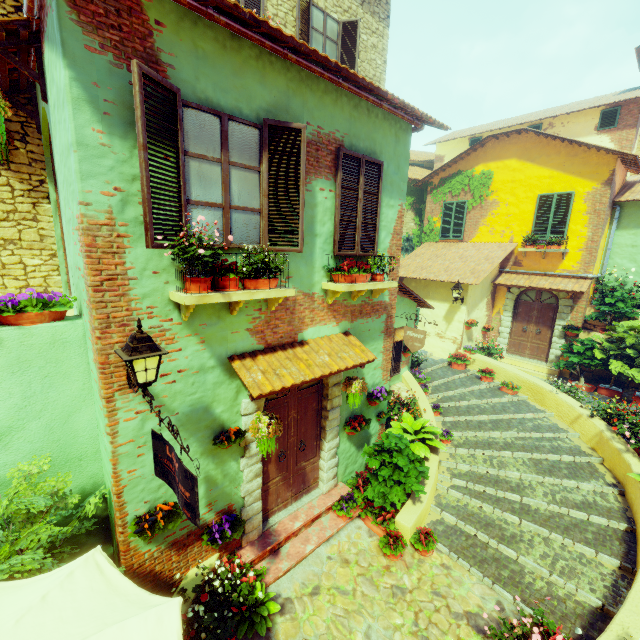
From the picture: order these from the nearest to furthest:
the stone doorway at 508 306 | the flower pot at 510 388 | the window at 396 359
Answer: the window at 396 359 → the flower pot at 510 388 → the stone doorway at 508 306

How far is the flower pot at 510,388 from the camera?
10.3m

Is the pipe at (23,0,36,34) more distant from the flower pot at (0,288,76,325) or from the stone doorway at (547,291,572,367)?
the stone doorway at (547,291,572,367)

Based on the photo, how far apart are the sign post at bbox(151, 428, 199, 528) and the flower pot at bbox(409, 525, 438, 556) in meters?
4.4

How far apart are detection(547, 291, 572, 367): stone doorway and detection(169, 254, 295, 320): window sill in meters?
11.8

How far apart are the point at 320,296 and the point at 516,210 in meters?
11.3

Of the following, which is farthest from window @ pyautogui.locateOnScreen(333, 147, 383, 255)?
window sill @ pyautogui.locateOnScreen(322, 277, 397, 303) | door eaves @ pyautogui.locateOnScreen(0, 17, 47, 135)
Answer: door eaves @ pyautogui.locateOnScreen(0, 17, 47, 135)

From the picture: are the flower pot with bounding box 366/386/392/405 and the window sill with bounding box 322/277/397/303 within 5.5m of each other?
yes
